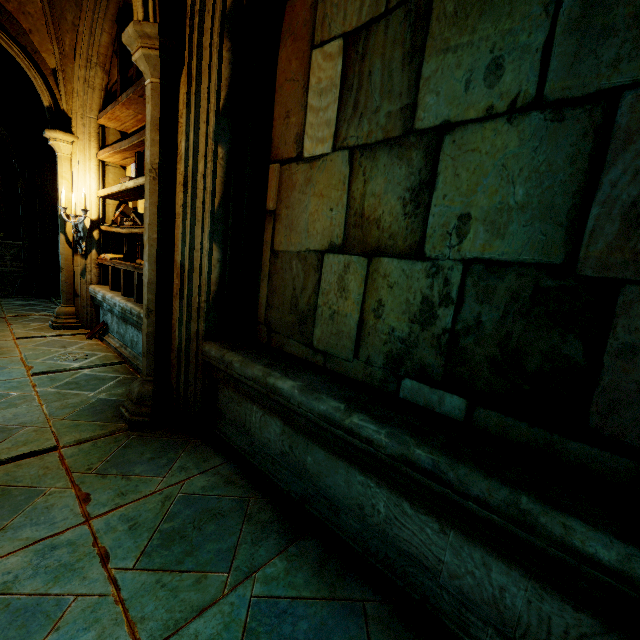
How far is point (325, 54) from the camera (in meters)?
2.36

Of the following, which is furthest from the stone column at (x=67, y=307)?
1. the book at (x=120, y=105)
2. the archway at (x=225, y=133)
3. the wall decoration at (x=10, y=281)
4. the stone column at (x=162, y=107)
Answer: the wall decoration at (x=10, y=281)

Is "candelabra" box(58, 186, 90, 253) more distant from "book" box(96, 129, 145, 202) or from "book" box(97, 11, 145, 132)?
"book" box(97, 11, 145, 132)

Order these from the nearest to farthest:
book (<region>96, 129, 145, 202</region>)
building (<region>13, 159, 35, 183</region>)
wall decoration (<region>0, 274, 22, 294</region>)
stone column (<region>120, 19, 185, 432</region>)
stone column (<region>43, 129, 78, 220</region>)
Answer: stone column (<region>120, 19, 185, 432</region>), book (<region>96, 129, 145, 202</region>), stone column (<region>43, 129, 78, 220</region>), building (<region>13, 159, 35, 183</region>), wall decoration (<region>0, 274, 22, 294</region>)

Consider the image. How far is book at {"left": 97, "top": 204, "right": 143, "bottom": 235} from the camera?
4.2 meters

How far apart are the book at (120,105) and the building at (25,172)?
4.69m

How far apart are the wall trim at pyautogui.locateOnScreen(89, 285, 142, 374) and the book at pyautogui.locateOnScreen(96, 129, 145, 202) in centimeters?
149cm
